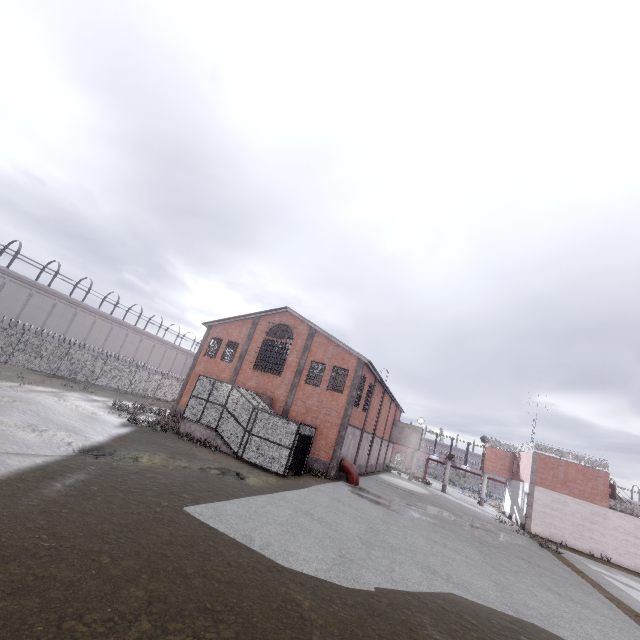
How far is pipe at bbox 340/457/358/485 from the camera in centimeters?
2352cm

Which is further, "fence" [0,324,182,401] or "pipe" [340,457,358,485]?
"fence" [0,324,182,401]

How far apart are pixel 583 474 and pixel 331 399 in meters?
25.7

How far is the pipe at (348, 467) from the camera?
23.5 meters

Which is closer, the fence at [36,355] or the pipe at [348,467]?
the pipe at [348,467]
